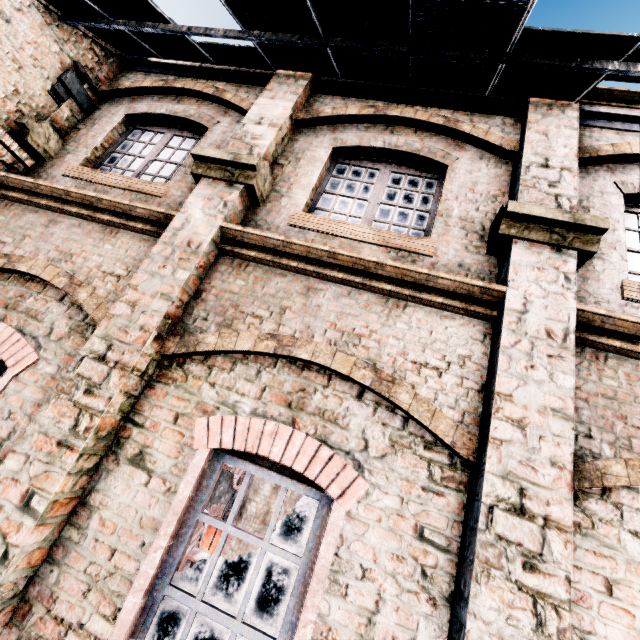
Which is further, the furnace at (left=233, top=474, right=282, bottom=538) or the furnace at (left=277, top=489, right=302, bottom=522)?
the furnace at (left=277, top=489, right=302, bottom=522)

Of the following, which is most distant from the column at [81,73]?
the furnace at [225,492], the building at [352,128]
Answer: the furnace at [225,492]

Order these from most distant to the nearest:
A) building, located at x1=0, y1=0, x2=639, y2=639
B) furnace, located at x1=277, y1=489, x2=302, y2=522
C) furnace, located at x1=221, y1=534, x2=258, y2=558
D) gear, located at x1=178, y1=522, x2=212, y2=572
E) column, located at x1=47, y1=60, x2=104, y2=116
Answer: furnace, located at x1=277, y1=489, x2=302, y2=522 < furnace, located at x1=221, y1=534, x2=258, y2=558 < gear, located at x1=178, y1=522, x2=212, y2=572 < column, located at x1=47, y1=60, x2=104, y2=116 < building, located at x1=0, y1=0, x2=639, y2=639

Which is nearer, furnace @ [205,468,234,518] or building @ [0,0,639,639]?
building @ [0,0,639,639]

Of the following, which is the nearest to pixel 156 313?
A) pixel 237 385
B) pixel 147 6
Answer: pixel 237 385

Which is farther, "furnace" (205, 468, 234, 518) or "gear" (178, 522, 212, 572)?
"furnace" (205, 468, 234, 518)

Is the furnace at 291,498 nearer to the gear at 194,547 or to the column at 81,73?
the gear at 194,547

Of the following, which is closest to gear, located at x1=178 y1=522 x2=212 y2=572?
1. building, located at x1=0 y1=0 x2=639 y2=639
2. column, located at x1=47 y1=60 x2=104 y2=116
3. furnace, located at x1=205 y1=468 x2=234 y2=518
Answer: building, located at x1=0 y1=0 x2=639 y2=639
